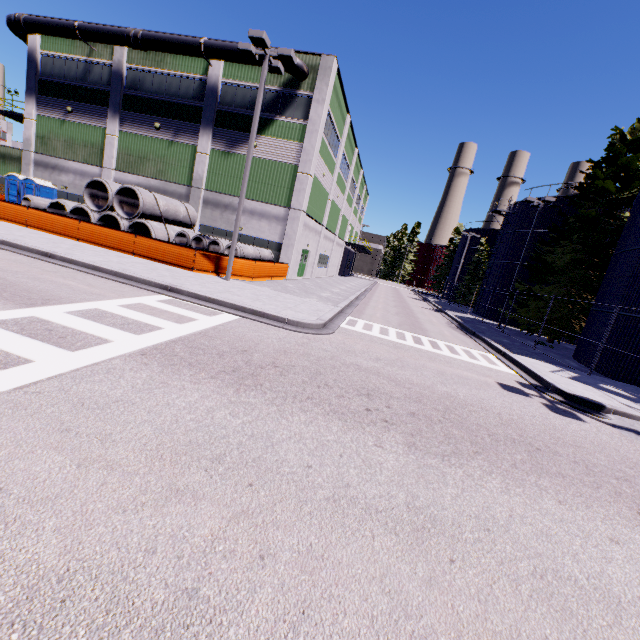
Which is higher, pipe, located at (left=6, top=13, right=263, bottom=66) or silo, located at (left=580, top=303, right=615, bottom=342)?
pipe, located at (left=6, top=13, right=263, bottom=66)

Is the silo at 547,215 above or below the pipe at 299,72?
below

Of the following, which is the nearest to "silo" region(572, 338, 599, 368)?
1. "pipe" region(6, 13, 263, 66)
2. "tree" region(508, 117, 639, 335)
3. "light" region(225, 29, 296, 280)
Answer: "tree" region(508, 117, 639, 335)

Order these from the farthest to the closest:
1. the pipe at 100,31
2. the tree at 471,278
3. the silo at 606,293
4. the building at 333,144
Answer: the tree at 471,278 → the building at 333,144 → the pipe at 100,31 → the silo at 606,293

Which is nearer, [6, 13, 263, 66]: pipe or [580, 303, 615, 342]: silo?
[580, 303, 615, 342]: silo

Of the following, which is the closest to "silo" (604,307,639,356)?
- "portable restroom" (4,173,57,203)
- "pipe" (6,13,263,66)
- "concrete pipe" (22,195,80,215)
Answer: "pipe" (6,13,263,66)

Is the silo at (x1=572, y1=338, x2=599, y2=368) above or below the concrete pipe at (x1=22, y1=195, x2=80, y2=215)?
below

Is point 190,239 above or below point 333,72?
below
